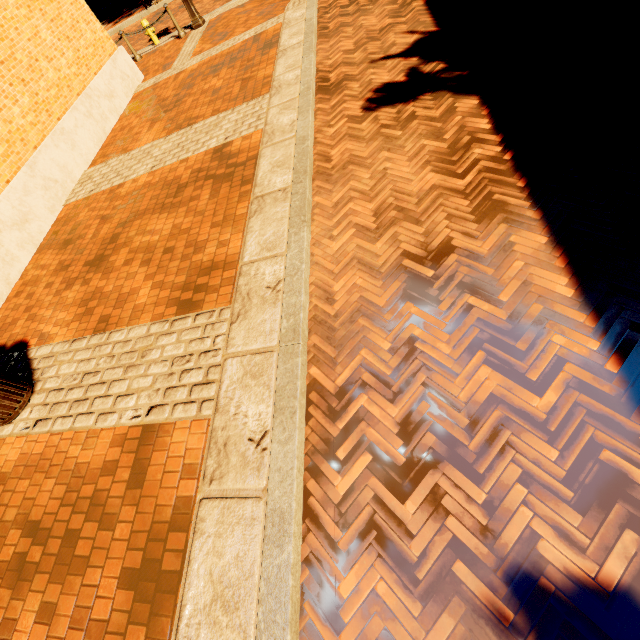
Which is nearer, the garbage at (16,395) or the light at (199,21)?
the garbage at (16,395)

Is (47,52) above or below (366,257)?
above

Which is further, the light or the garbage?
the light
